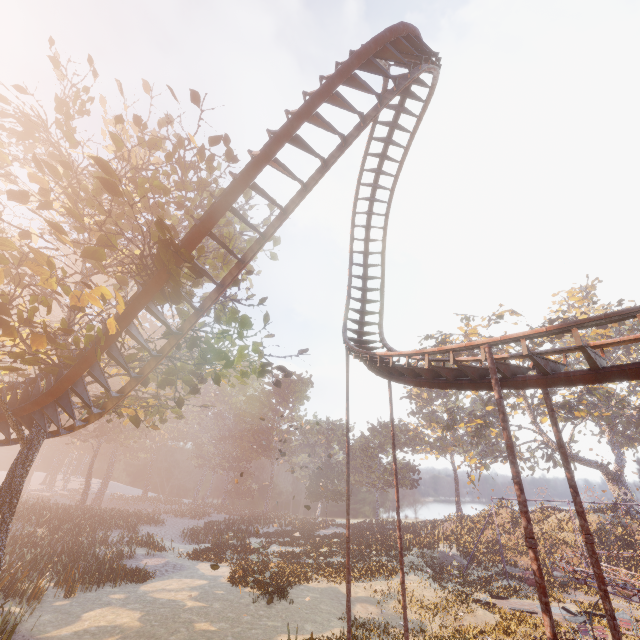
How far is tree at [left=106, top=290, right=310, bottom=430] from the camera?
10.6 meters

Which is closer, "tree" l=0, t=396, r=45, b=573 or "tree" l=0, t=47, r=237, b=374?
"tree" l=0, t=47, r=237, b=374

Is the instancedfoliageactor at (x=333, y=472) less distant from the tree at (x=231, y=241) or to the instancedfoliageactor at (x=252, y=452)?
the tree at (x=231, y=241)

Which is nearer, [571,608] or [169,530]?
[571,608]

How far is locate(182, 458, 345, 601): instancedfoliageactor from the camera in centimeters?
1992cm

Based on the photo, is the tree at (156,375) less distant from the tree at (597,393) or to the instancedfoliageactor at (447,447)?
the tree at (597,393)

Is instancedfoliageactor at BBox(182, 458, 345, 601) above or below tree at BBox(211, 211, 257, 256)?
below

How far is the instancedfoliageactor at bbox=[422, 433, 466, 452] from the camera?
55.7 meters
